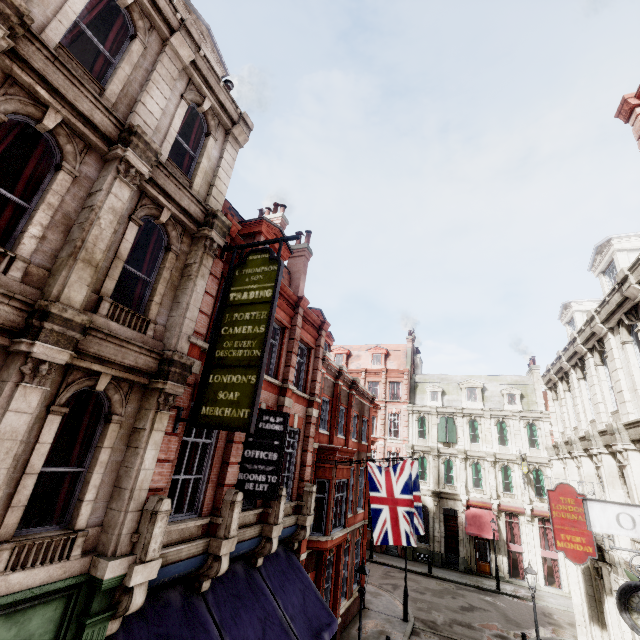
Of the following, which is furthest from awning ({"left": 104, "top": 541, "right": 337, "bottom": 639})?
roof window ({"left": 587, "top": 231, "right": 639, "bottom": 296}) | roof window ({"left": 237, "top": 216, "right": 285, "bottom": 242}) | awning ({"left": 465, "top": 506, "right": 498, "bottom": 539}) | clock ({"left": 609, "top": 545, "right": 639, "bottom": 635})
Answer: awning ({"left": 465, "top": 506, "right": 498, "bottom": 539})

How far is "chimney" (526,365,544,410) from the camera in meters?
31.9 m

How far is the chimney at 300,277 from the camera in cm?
1683

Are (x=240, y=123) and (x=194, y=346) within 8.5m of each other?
yes

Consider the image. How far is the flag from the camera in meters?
12.8

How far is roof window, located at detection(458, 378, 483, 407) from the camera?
33.88m

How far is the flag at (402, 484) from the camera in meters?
12.8

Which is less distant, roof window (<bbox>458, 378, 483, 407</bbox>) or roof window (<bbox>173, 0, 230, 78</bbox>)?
roof window (<bbox>173, 0, 230, 78</bbox>)
